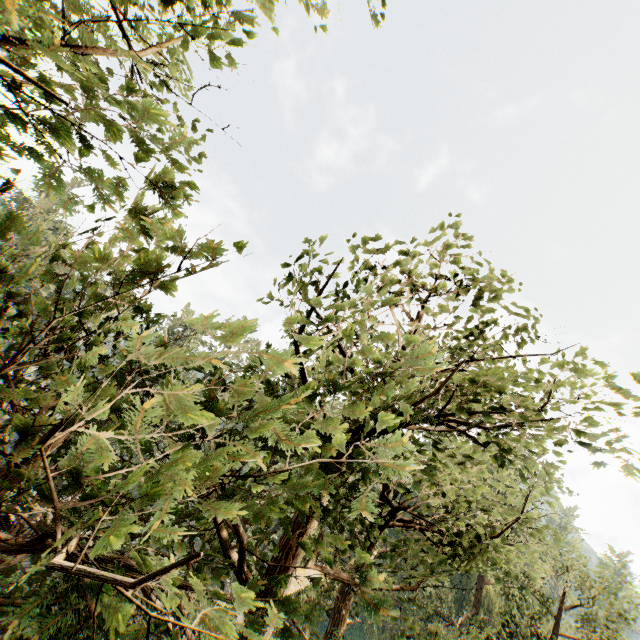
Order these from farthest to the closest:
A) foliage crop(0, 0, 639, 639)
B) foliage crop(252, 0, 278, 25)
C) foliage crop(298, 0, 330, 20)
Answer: foliage crop(298, 0, 330, 20)
foliage crop(252, 0, 278, 25)
foliage crop(0, 0, 639, 639)

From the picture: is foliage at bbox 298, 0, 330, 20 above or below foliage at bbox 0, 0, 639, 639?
above

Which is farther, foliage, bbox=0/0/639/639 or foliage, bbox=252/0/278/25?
foliage, bbox=252/0/278/25

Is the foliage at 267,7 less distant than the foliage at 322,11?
Yes

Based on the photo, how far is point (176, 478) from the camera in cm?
175

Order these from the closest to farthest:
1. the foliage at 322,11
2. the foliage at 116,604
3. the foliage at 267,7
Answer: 1. the foliage at 116,604
2. the foliage at 267,7
3. the foliage at 322,11
